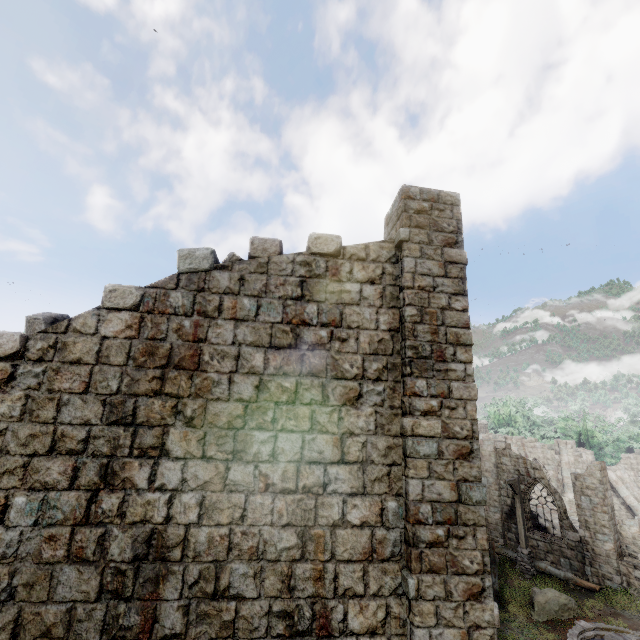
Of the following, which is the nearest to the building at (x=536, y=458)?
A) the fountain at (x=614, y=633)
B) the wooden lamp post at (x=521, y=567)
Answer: the wooden lamp post at (x=521, y=567)

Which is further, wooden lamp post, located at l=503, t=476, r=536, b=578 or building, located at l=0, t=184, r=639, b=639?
wooden lamp post, located at l=503, t=476, r=536, b=578

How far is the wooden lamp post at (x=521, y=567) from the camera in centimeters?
1699cm

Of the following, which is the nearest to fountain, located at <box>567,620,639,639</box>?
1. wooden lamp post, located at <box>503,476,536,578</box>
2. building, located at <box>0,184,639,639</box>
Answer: wooden lamp post, located at <box>503,476,536,578</box>

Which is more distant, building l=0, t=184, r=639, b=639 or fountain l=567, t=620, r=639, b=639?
fountain l=567, t=620, r=639, b=639

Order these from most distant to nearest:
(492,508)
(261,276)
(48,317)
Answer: (492,508) → (261,276) → (48,317)

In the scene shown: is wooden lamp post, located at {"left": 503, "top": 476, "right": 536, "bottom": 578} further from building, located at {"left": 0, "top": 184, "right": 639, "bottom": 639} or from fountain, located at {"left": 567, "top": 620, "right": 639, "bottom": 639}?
fountain, located at {"left": 567, "top": 620, "right": 639, "bottom": 639}
